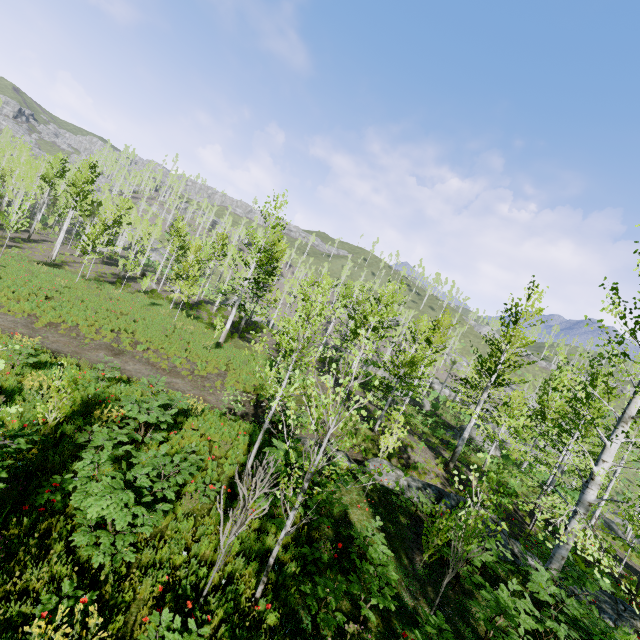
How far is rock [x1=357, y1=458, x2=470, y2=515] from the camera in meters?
11.6

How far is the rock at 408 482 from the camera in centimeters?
1162cm

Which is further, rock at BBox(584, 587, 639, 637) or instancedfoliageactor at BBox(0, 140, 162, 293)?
instancedfoliageactor at BBox(0, 140, 162, 293)

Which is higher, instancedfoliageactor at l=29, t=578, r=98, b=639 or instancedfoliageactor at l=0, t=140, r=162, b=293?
instancedfoliageactor at l=0, t=140, r=162, b=293

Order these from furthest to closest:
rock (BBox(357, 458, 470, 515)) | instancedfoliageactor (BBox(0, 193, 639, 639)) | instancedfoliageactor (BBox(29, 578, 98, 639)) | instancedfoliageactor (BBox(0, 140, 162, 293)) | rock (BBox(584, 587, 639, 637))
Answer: instancedfoliageactor (BBox(0, 140, 162, 293)), rock (BBox(357, 458, 470, 515)), rock (BBox(584, 587, 639, 637)), instancedfoliageactor (BBox(0, 193, 639, 639)), instancedfoliageactor (BBox(29, 578, 98, 639))

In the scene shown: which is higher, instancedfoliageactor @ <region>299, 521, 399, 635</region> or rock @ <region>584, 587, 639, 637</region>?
instancedfoliageactor @ <region>299, 521, 399, 635</region>

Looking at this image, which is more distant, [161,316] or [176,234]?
[176,234]

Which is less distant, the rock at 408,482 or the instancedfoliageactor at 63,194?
the rock at 408,482
